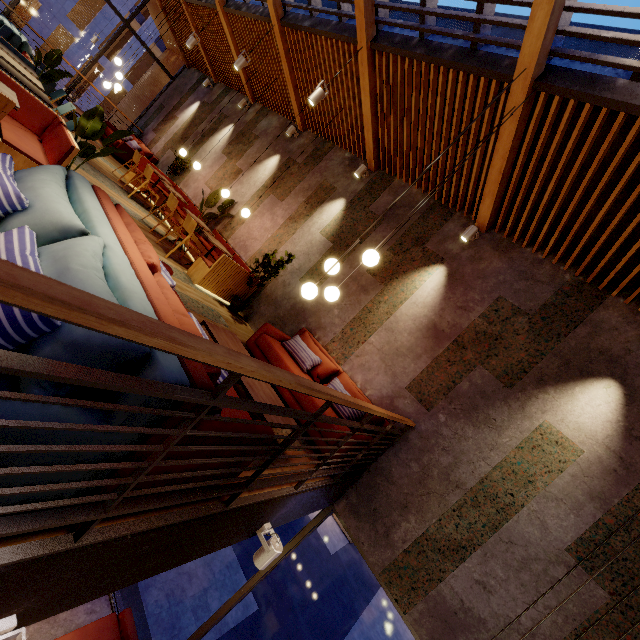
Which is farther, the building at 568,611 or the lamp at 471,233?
the lamp at 471,233

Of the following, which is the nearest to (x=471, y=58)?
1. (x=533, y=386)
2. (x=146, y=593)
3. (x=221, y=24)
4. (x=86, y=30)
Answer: (x=533, y=386)

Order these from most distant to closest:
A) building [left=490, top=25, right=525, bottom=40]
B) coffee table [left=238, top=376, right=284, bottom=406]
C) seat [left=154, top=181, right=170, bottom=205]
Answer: seat [left=154, top=181, right=170, bottom=205] → building [left=490, top=25, right=525, bottom=40] → coffee table [left=238, top=376, right=284, bottom=406]

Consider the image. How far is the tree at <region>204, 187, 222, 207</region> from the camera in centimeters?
774cm

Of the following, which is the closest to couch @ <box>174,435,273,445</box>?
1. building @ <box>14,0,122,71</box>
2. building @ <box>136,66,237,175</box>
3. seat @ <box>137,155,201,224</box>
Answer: building @ <box>136,66,237,175</box>

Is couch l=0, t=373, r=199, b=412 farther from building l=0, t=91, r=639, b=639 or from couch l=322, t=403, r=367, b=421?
couch l=322, t=403, r=367, b=421

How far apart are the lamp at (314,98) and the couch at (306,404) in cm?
353

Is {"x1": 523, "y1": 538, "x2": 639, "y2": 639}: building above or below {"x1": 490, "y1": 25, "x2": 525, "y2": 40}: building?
below
